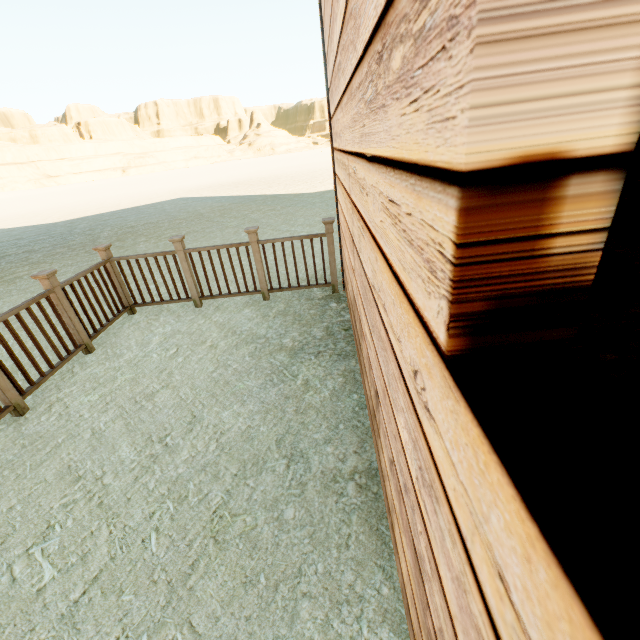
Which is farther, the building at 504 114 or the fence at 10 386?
the fence at 10 386

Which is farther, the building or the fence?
the fence

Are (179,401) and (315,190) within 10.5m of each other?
no
